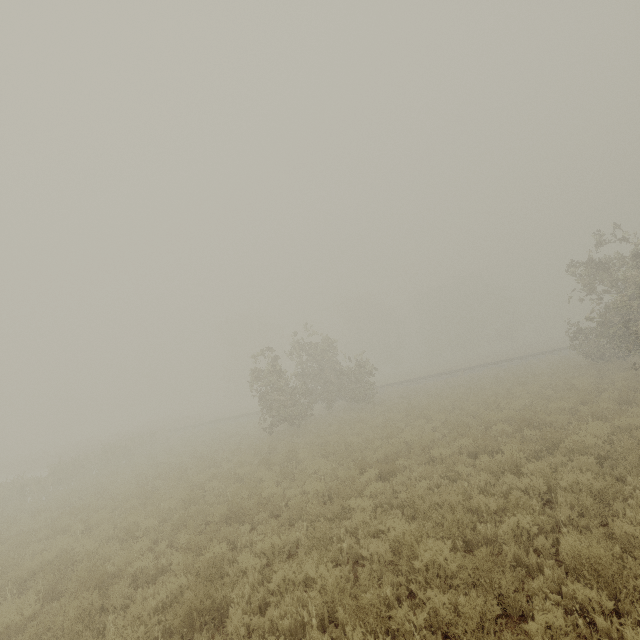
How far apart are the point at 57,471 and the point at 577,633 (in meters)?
26.71
